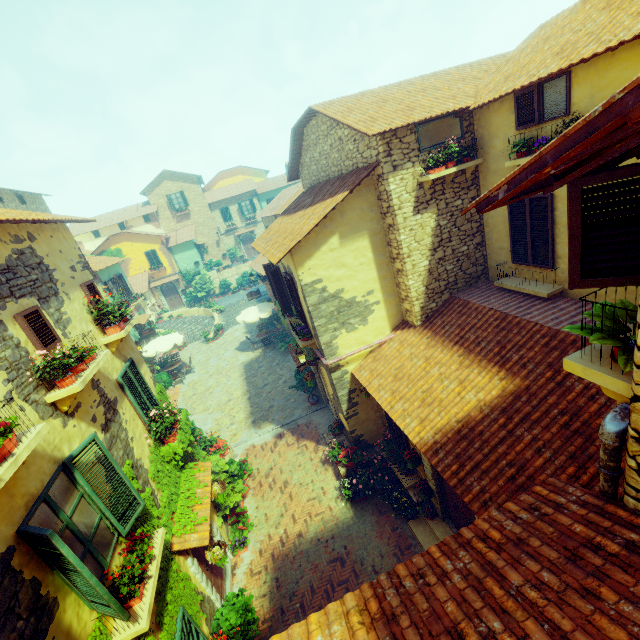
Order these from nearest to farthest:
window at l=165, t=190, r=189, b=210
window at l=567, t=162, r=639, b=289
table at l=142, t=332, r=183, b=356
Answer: window at l=567, t=162, r=639, b=289 < table at l=142, t=332, r=183, b=356 < window at l=165, t=190, r=189, b=210

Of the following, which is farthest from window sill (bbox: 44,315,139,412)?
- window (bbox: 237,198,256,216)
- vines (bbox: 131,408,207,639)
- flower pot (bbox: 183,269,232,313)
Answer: window (bbox: 237,198,256,216)

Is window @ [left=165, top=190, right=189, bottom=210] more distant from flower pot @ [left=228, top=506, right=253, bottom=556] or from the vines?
flower pot @ [left=228, top=506, right=253, bottom=556]

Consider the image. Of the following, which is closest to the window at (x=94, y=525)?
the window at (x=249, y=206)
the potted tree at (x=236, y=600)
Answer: the potted tree at (x=236, y=600)

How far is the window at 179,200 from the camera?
33.88m

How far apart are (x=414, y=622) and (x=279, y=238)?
9.2m

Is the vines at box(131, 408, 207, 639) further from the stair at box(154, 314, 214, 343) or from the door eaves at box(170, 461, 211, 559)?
the stair at box(154, 314, 214, 343)

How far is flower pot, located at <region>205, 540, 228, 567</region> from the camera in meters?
6.9 m
